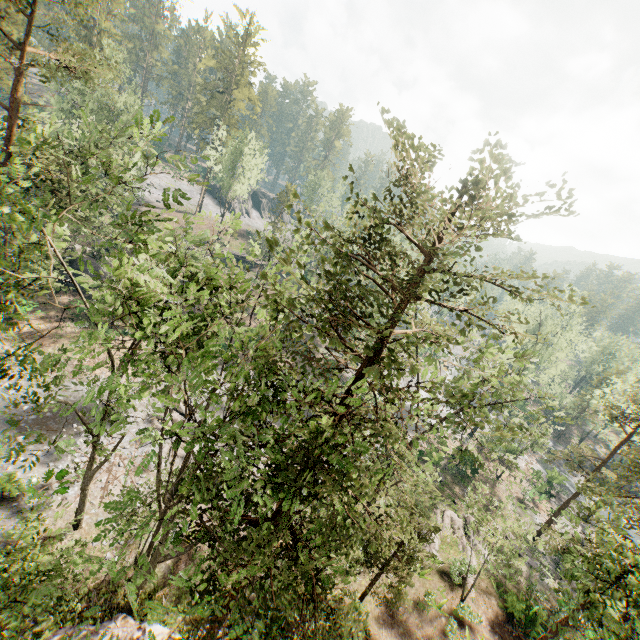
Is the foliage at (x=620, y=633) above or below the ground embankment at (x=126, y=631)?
above

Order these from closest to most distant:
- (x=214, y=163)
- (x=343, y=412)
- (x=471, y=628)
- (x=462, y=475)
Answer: (x=343, y=412)
(x=471, y=628)
(x=462, y=475)
(x=214, y=163)

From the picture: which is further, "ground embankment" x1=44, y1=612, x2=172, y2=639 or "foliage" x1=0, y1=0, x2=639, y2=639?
"ground embankment" x1=44, y1=612, x2=172, y2=639

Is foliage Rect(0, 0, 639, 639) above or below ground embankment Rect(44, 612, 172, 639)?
above

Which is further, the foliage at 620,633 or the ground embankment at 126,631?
the ground embankment at 126,631
